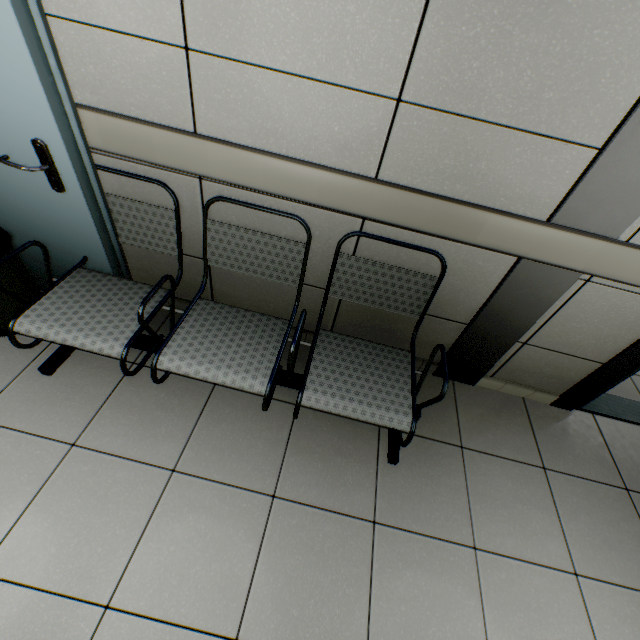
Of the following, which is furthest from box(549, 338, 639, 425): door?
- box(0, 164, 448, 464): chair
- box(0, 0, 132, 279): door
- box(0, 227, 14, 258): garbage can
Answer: box(0, 227, 14, 258): garbage can

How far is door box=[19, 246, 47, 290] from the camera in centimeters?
184cm

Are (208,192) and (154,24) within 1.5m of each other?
yes

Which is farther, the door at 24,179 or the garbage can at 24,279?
the garbage can at 24,279

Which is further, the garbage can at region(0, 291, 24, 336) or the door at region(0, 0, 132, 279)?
the garbage can at region(0, 291, 24, 336)

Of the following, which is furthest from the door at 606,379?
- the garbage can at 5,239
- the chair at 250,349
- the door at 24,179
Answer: the garbage can at 5,239

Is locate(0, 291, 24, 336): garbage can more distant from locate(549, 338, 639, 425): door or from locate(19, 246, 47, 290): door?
locate(549, 338, 639, 425): door
